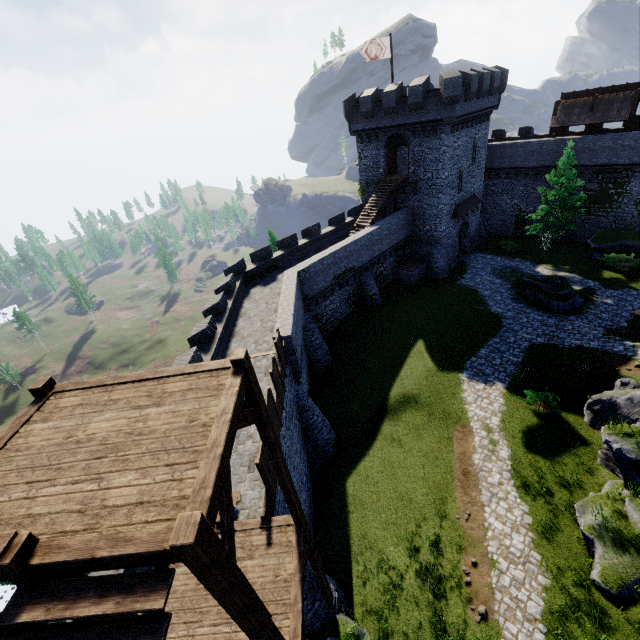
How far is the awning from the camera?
32.1 meters

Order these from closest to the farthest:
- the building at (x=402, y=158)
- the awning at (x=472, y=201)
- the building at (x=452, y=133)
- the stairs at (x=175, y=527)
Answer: the stairs at (x=175, y=527), the building at (x=452, y=133), the awning at (x=472, y=201), the building at (x=402, y=158)

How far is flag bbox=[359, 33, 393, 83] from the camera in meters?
26.8

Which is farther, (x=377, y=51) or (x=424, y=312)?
(x=424, y=312)

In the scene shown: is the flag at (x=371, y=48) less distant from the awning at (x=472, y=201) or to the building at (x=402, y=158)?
the building at (x=402, y=158)

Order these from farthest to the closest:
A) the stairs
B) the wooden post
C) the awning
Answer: the awning < the wooden post < the stairs

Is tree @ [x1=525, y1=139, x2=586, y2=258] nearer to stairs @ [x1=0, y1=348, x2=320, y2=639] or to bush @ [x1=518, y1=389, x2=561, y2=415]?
bush @ [x1=518, y1=389, x2=561, y2=415]

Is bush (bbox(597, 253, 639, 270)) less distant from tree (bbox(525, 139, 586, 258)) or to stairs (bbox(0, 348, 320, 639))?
tree (bbox(525, 139, 586, 258))
